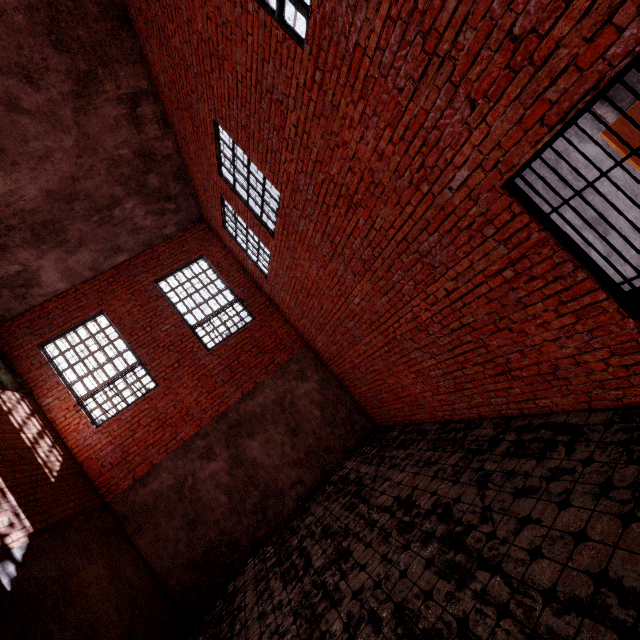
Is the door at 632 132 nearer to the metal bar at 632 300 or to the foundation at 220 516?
the metal bar at 632 300

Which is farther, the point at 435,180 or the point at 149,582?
the point at 149,582

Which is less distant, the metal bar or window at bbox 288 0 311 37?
the metal bar

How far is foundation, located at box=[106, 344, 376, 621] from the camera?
7.0m

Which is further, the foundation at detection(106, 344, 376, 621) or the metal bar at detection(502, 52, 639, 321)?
the foundation at detection(106, 344, 376, 621)

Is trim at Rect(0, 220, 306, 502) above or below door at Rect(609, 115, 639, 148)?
above

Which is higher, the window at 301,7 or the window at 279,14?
the window at 279,14

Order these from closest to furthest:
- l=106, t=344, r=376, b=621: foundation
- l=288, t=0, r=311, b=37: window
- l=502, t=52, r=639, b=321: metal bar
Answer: l=502, t=52, r=639, b=321: metal bar < l=288, t=0, r=311, b=37: window < l=106, t=344, r=376, b=621: foundation
